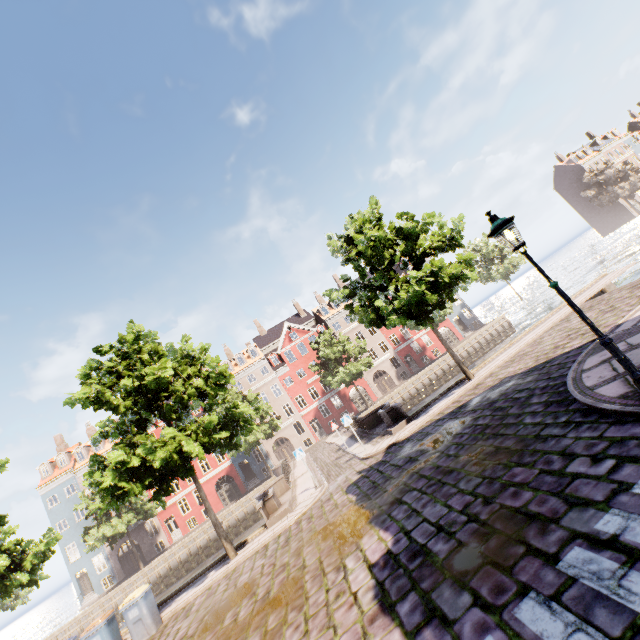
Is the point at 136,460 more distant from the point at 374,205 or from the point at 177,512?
the point at 177,512

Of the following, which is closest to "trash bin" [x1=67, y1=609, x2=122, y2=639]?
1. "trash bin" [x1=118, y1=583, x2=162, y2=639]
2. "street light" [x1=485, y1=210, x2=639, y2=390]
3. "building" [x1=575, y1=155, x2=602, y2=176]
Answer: "trash bin" [x1=118, y1=583, x2=162, y2=639]

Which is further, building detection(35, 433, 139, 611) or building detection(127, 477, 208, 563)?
building detection(127, 477, 208, 563)

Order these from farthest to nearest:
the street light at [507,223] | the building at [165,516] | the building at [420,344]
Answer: the building at [420,344] → the building at [165,516] → the street light at [507,223]

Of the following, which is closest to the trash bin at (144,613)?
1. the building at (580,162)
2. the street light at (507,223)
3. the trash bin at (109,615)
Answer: the trash bin at (109,615)

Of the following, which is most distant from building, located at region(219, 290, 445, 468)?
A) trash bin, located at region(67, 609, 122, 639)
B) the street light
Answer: trash bin, located at region(67, 609, 122, 639)

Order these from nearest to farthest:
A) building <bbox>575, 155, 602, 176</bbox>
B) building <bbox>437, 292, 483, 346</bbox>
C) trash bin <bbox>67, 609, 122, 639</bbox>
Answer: trash bin <bbox>67, 609, 122, 639</bbox> < building <bbox>437, 292, 483, 346</bbox> < building <bbox>575, 155, 602, 176</bbox>

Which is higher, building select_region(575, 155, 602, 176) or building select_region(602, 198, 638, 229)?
building select_region(575, 155, 602, 176)
